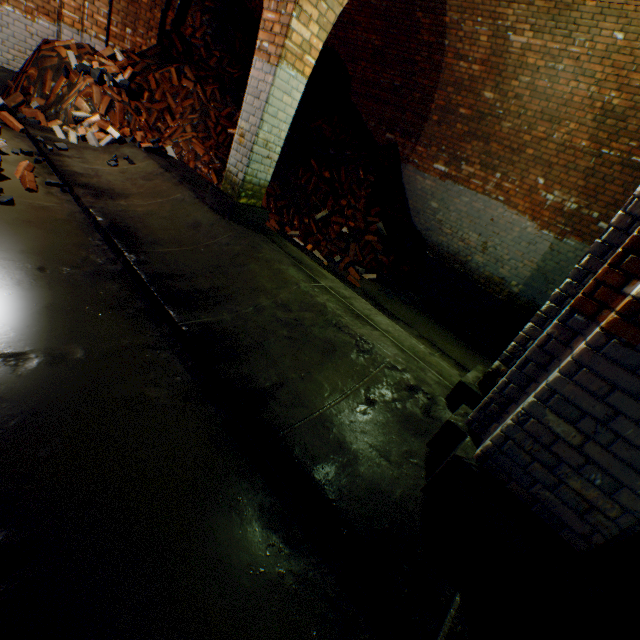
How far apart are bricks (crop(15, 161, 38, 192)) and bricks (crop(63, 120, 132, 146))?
1.6m

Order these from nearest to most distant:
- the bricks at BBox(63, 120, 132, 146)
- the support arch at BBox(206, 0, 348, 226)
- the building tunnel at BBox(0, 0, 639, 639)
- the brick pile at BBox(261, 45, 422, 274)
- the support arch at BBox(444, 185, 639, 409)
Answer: the building tunnel at BBox(0, 0, 639, 639) < the support arch at BBox(444, 185, 639, 409) < the support arch at BBox(206, 0, 348, 226) < the bricks at BBox(63, 120, 132, 146) < the brick pile at BBox(261, 45, 422, 274)

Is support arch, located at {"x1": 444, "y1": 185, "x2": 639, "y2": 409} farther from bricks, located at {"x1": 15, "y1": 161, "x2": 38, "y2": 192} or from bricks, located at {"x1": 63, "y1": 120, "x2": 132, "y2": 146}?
bricks, located at {"x1": 63, "y1": 120, "x2": 132, "y2": 146}

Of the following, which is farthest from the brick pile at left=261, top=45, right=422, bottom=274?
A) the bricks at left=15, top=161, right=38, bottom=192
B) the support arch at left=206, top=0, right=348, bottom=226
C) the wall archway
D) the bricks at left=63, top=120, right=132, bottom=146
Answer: the wall archway

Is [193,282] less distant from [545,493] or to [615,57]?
[545,493]

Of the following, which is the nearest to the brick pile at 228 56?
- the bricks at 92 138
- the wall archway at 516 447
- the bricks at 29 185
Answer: the bricks at 92 138

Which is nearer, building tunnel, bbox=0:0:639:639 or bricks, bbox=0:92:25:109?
building tunnel, bbox=0:0:639:639

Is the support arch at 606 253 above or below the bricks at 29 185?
above
